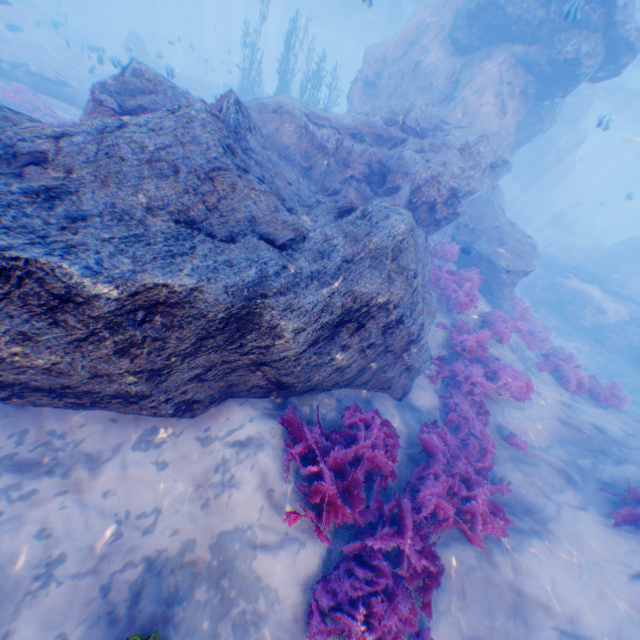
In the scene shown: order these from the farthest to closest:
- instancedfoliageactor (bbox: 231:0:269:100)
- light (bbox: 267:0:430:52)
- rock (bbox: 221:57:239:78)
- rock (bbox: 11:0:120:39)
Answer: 1. rock (bbox: 221:57:239:78)
2. light (bbox: 267:0:430:52)
3. rock (bbox: 11:0:120:39)
4. instancedfoliageactor (bbox: 231:0:269:100)

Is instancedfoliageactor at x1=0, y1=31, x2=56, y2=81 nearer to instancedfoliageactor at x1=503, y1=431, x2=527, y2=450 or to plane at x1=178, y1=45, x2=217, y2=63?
plane at x1=178, y1=45, x2=217, y2=63

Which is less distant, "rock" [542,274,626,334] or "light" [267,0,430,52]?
"rock" [542,274,626,334]

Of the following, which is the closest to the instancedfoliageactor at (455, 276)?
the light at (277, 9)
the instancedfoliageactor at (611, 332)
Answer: the instancedfoliageactor at (611, 332)

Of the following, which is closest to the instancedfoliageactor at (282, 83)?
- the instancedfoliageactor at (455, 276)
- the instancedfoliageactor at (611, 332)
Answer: the instancedfoliageactor at (455, 276)

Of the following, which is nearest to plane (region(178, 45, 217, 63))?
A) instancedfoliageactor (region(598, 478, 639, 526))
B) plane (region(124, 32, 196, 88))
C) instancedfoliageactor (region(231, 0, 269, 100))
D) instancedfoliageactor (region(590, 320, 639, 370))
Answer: plane (region(124, 32, 196, 88))

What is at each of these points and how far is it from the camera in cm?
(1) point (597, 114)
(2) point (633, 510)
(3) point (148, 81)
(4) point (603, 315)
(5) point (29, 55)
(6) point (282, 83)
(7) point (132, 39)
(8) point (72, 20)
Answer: (1) light, 3716
(2) instancedfoliageactor, 629
(3) rock, 722
(4) rock, 1844
(5) instancedfoliageactor, 2208
(6) instancedfoliageactor, 2023
(7) plane, 2589
(8) rock, 4066

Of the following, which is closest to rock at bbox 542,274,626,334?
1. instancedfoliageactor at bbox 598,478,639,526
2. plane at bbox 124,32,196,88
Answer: plane at bbox 124,32,196,88
